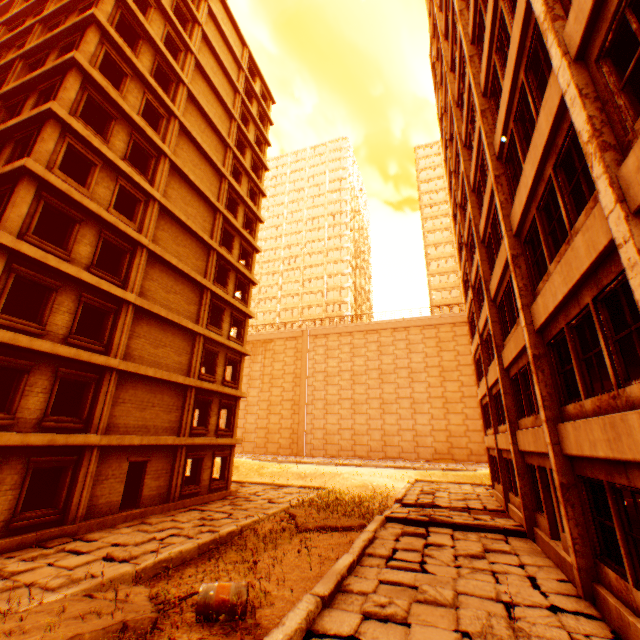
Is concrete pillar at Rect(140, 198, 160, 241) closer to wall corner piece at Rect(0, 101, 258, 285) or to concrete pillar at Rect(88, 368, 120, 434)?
wall corner piece at Rect(0, 101, 258, 285)

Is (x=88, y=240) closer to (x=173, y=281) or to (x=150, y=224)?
(x=150, y=224)

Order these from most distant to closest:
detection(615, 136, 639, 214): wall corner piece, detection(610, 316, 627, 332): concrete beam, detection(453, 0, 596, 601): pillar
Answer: detection(610, 316, 627, 332): concrete beam
detection(453, 0, 596, 601): pillar
detection(615, 136, 639, 214): wall corner piece

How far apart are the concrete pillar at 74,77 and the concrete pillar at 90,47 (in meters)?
0.44

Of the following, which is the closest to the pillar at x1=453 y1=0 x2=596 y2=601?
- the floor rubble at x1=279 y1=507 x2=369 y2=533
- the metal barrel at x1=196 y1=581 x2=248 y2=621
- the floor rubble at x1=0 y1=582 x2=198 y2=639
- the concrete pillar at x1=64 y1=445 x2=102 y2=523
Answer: the metal barrel at x1=196 y1=581 x2=248 y2=621

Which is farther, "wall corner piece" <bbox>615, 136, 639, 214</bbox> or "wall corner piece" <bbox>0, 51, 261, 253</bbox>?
"wall corner piece" <bbox>0, 51, 261, 253</bbox>

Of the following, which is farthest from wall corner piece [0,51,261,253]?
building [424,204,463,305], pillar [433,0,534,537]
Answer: building [424,204,463,305]

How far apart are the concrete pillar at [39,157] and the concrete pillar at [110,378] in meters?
7.9
